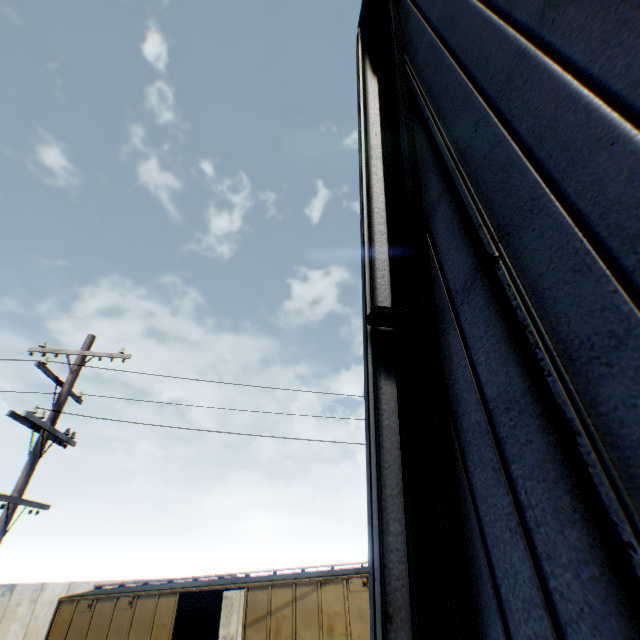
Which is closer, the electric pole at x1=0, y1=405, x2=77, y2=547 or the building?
the building

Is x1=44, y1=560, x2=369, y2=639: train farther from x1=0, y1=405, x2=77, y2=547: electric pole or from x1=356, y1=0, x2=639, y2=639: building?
x1=356, y1=0, x2=639, y2=639: building

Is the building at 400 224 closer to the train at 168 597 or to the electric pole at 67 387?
the electric pole at 67 387

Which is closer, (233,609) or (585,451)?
(585,451)

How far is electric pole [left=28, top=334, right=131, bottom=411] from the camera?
7.4 meters

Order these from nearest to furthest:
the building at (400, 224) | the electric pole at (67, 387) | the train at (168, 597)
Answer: the building at (400, 224), the electric pole at (67, 387), the train at (168, 597)

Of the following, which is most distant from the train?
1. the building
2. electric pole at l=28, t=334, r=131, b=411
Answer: the building
